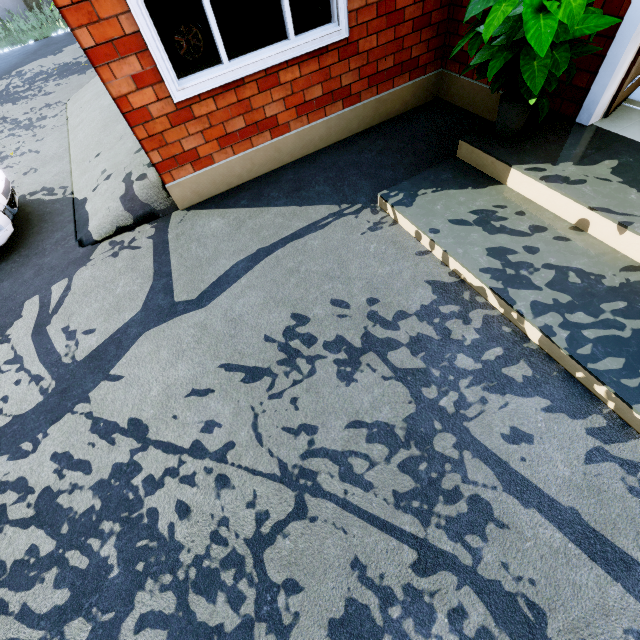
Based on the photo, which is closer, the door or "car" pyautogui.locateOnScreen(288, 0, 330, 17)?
the door

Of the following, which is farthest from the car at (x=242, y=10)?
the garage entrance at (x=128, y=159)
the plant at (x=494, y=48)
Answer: the plant at (x=494, y=48)

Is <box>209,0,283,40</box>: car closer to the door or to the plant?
the plant

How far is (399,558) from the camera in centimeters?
176cm

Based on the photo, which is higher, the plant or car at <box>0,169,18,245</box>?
the plant

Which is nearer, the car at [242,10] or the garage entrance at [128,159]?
the garage entrance at [128,159]

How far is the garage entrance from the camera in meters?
3.9

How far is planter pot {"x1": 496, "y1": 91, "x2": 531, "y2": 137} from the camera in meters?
2.9 m
